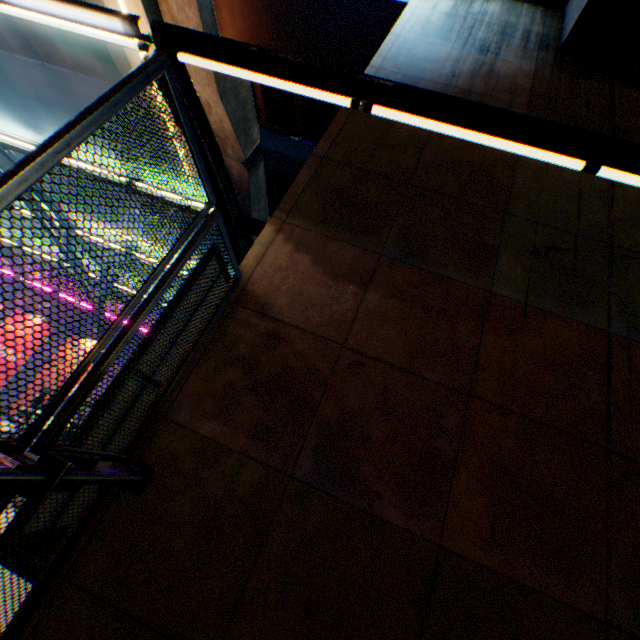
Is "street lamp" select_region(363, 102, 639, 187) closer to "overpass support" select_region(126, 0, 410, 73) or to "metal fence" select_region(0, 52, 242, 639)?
"metal fence" select_region(0, 52, 242, 639)

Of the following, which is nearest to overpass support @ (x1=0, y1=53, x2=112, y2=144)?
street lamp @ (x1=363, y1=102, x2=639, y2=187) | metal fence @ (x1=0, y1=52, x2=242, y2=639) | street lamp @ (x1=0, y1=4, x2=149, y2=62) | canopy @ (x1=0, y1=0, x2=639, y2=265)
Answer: metal fence @ (x1=0, y1=52, x2=242, y2=639)

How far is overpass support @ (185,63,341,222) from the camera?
11.8 meters

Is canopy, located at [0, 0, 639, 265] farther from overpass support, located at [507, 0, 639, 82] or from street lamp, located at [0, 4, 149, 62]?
overpass support, located at [507, 0, 639, 82]

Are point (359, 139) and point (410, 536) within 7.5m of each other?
yes

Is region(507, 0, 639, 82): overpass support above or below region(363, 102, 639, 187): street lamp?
above

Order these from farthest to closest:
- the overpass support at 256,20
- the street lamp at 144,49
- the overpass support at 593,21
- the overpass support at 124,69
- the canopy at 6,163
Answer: the overpass support at 124,69 → the overpass support at 256,20 → the canopy at 6,163 → the overpass support at 593,21 → the street lamp at 144,49

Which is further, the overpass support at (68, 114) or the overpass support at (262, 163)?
the overpass support at (68, 114)
